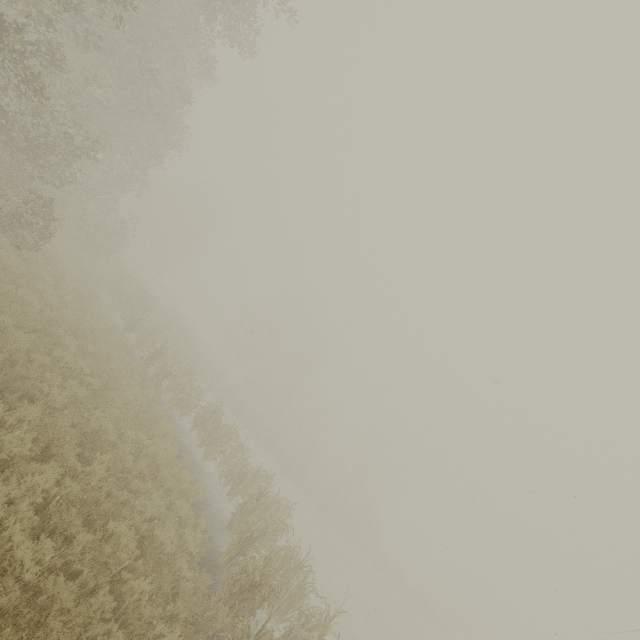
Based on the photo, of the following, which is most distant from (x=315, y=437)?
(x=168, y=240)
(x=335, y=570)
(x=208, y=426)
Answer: (x=168, y=240)
